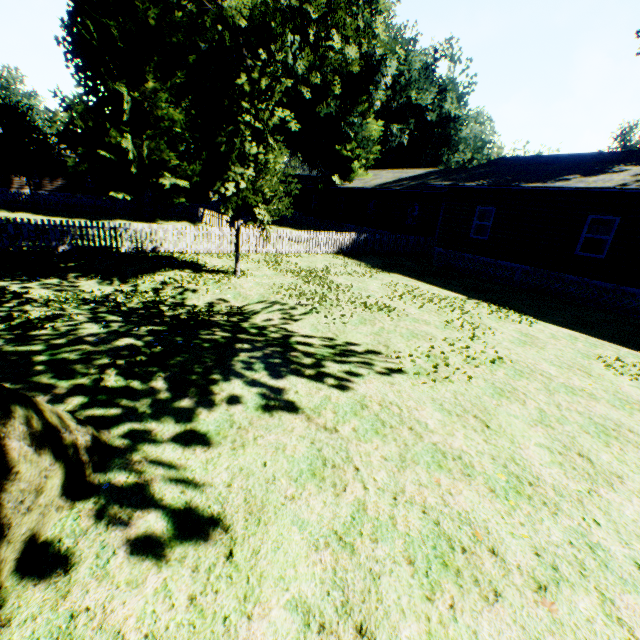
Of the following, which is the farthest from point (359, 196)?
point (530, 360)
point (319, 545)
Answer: point (319, 545)

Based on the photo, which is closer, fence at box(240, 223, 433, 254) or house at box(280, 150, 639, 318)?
house at box(280, 150, 639, 318)

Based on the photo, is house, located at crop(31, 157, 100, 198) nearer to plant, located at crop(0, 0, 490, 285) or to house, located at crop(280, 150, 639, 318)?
plant, located at crop(0, 0, 490, 285)

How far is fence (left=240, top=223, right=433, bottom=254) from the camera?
16.92m

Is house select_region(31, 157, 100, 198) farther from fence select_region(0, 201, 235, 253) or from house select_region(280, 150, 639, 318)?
house select_region(280, 150, 639, 318)

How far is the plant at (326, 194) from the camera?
32.44m

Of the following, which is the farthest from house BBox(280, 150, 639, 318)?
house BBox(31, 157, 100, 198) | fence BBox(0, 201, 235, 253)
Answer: house BBox(31, 157, 100, 198)

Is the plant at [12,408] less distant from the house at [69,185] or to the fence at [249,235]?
the fence at [249,235]
